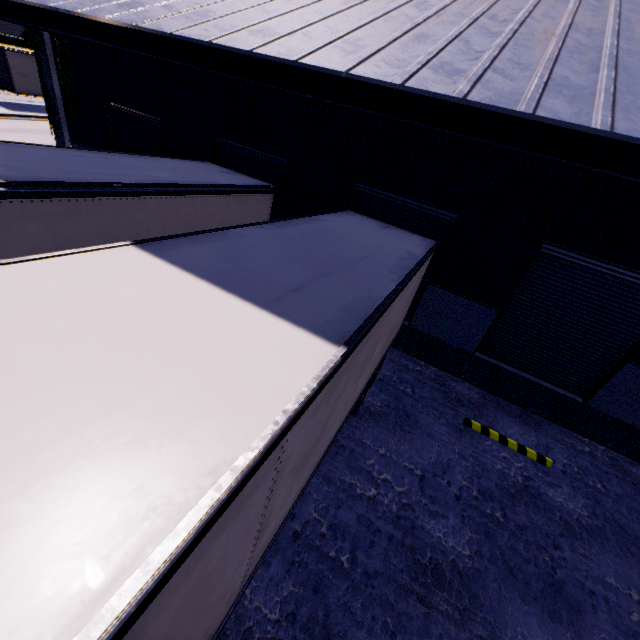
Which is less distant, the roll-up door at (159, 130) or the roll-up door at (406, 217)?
the roll-up door at (406, 217)

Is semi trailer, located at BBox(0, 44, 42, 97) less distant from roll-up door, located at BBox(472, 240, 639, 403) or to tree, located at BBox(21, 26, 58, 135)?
tree, located at BBox(21, 26, 58, 135)

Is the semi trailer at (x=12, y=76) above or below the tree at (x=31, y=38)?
below

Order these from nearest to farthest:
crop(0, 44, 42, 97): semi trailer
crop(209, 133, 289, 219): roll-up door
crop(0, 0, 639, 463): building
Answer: crop(0, 0, 639, 463): building < crop(209, 133, 289, 219): roll-up door < crop(0, 44, 42, 97): semi trailer

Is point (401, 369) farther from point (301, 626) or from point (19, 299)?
Result: point (19, 299)

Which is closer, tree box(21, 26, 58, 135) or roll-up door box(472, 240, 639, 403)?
roll-up door box(472, 240, 639, 403)

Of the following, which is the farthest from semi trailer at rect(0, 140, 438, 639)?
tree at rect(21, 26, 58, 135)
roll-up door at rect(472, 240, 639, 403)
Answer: roll-up door at rect(472, 240, 639, 403)

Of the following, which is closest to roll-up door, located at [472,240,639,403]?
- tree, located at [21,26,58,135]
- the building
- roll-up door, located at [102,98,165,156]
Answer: the building
